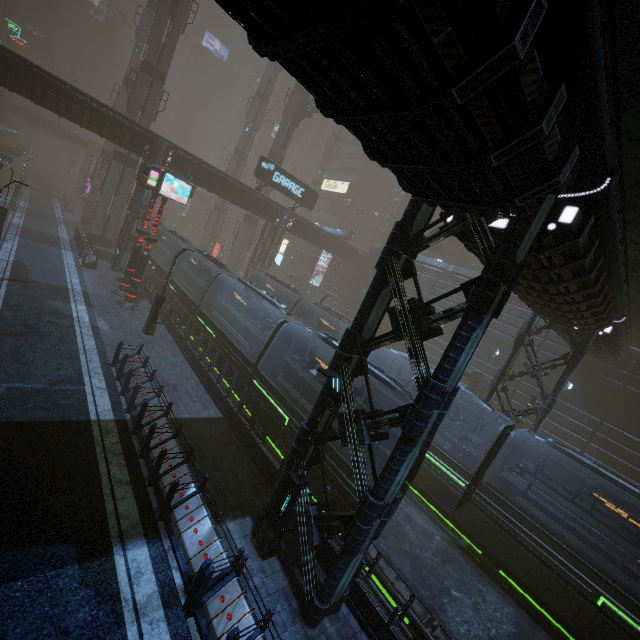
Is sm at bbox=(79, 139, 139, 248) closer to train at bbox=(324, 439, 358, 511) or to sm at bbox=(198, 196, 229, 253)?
sm at bbox=(198, 196, 229, 253)

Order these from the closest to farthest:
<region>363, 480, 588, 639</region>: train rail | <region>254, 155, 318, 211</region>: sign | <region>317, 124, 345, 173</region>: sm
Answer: <region>363, 480, 588, 639</region>: train rail
<region>254, 155, 318, 211</region>: sign
<region>317, 124, 345, 173</region>: sm

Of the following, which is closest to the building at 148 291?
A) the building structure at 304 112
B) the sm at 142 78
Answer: the building structure at 304 112

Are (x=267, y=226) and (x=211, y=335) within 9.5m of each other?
no

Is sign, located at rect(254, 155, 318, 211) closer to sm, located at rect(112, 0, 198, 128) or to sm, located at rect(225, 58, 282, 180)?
sm, located at rect(225, 58, 282, 180)

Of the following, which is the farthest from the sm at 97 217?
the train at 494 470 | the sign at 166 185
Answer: the train at 494 470

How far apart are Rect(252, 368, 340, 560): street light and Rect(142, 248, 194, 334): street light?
14.0m

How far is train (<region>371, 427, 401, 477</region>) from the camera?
11.1 meters
